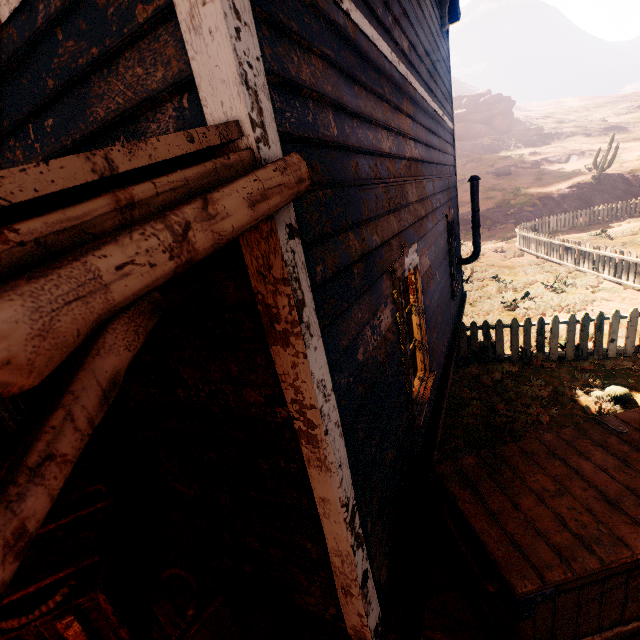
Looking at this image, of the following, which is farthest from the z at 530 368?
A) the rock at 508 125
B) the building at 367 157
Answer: the rock at 508 125

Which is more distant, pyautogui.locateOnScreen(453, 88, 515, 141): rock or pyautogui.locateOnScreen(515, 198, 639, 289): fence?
pyautogui.locateOnScreen(453, 88, 515, 141): rock

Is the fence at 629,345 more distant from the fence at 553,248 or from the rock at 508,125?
the rock at 508,125

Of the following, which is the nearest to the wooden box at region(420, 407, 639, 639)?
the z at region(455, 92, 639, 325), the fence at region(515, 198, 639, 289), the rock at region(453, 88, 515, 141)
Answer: the z at region(455, 92, 639, 325)

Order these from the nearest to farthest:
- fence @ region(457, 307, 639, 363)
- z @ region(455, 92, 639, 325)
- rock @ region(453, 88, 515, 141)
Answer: fence @ region(457, 307, 639, 363) → z @ region(455, 92, 639, 325) → rock @ region(453, 88, 515, 141)

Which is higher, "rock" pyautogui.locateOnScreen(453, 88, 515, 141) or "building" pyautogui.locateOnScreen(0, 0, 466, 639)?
"rock" pyautogui.locateOnScreen(453, 88, 515, 141)

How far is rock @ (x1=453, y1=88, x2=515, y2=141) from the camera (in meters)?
41.12

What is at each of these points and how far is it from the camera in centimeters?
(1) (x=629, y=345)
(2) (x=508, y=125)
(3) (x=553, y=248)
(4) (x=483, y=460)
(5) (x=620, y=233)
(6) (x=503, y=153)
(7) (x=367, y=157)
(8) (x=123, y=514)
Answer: (1) fence, 630cm
(2) rock, 4238cm
(3) fence, 1309cm
(4) wooden box, 265cm
(5) z, 1482cm
(6) z, 3475cm
(7) building, 227cm
(8) wooden box, 227cm
